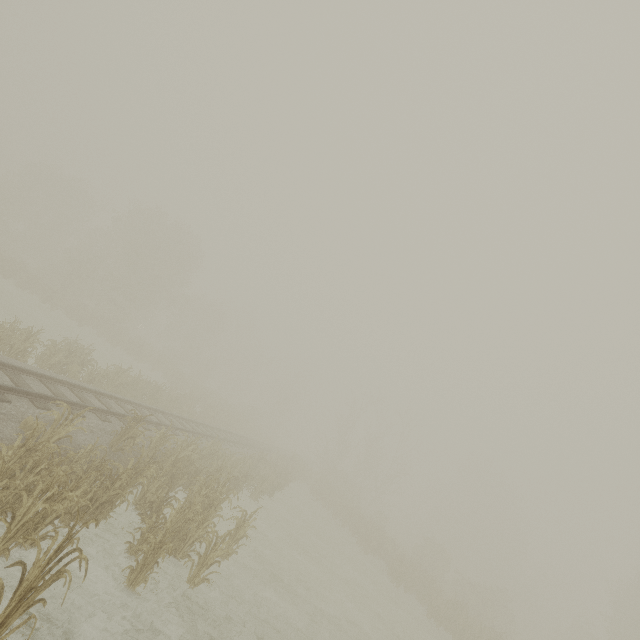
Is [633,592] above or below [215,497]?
above
